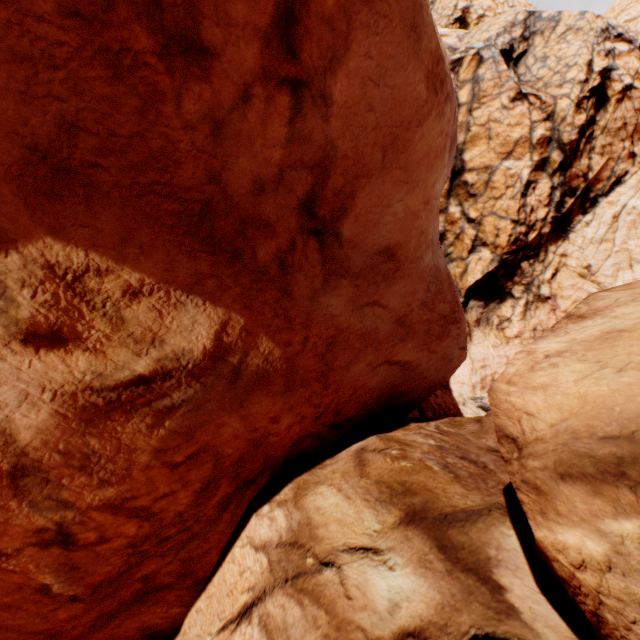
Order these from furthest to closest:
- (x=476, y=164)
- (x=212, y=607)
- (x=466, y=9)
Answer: (x=466, y=9) < (x=476, y=164) < (x=212, y=607)
